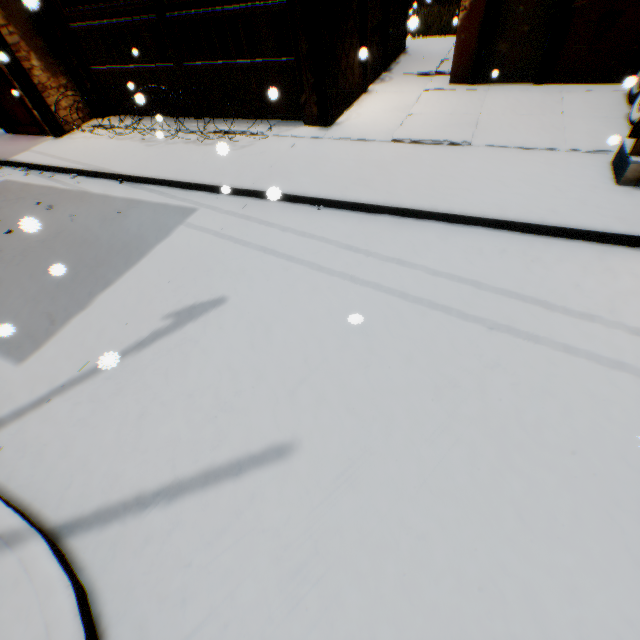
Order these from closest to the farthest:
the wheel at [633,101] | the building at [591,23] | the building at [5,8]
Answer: the wheel at [633,101]
the building at [591,23]
the building at [5,8]

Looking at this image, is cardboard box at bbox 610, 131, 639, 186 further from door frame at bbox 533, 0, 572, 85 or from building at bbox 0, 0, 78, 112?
door frame at bbox 533, 0, 572, 85

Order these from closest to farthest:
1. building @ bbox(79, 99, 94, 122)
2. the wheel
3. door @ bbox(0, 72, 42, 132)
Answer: the wheel
door @ bbox(0, 72, 42, 132)
building @ bbox(79, 99, 94, 122)

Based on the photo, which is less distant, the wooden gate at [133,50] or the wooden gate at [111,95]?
the wooden gate at [133,50]

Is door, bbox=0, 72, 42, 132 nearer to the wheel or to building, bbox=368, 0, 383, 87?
building, bbox=368, 0, 383, 87

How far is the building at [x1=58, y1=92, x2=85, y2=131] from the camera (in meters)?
8.10

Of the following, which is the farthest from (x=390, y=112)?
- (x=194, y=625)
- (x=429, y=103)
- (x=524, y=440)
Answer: (x=194, y=625)
